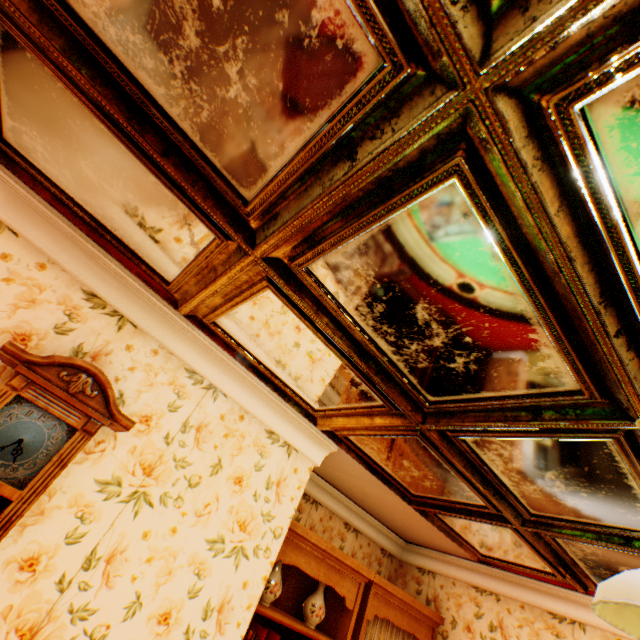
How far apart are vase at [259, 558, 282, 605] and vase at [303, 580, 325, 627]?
0.41m

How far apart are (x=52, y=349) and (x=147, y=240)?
0.9m

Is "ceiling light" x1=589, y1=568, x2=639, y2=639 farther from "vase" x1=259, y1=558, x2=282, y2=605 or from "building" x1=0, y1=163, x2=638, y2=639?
"vase" x1=259, y1=558, x2=282, y2=605

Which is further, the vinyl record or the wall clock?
the vinyl record

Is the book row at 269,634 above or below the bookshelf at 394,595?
below

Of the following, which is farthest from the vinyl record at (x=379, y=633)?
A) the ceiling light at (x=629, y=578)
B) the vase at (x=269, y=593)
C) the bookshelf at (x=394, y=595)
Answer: the ceiling light at (x=629, y=578)

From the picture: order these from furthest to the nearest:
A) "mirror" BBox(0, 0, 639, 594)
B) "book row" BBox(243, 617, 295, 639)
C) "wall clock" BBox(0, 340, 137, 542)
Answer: "book row" BBox(243, 617, 295, 639) < "wall clock" BBox(0, 340, 137, 542) < "mirror" BBox(0, 0, 639, 594)

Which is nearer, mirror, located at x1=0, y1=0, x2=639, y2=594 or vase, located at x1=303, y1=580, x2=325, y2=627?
mirror, located at x1=0, y1=0, x2=639, y2=594
